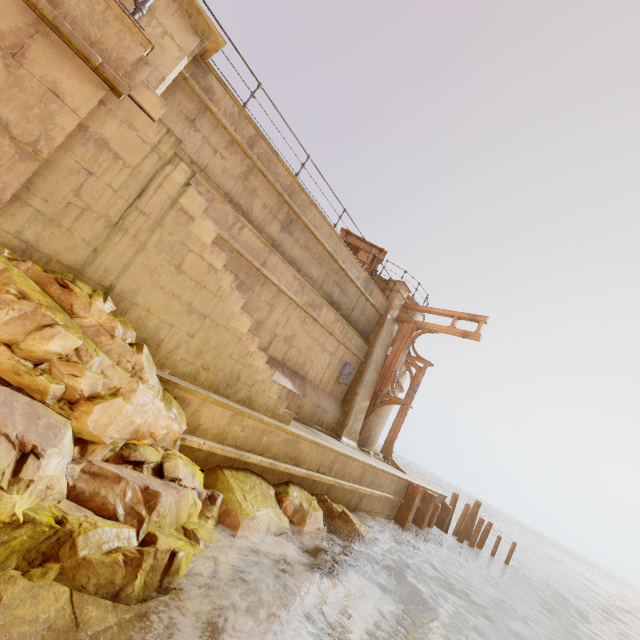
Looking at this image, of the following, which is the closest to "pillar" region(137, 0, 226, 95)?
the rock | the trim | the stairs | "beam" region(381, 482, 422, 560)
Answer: the stairs

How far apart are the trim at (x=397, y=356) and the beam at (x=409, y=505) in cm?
332

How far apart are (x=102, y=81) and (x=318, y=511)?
7.8 meters

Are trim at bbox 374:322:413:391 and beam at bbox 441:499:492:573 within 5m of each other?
no

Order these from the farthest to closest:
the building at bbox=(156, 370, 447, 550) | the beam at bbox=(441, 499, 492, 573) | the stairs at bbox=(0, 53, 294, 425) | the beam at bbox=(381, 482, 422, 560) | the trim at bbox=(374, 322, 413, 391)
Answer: the beam at bbox=(441, 499, 492, 573)
the trim at bbox=(374, 322, 413, 391)
the beam at bbox=(381, 482, 422, 560)
the building at bbox=(156, 370, 447, 550)
the stairs at bbox=(0, 53, 294, 425)

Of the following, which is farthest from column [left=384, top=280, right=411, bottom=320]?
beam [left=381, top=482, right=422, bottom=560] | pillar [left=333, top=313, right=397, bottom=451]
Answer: beam [left=381, top=482, right=422, bottom=560]

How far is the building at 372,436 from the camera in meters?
13.3

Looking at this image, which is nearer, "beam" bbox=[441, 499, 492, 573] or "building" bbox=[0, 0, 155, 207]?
"building" bbox=[0, 0, 155, 207]
